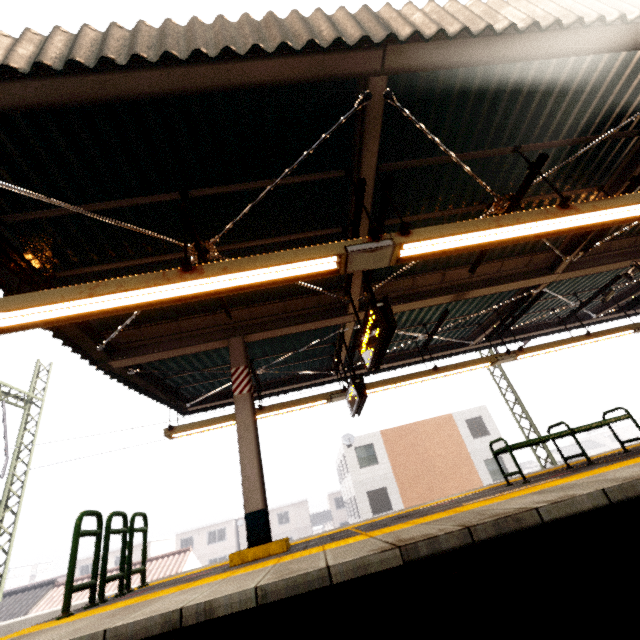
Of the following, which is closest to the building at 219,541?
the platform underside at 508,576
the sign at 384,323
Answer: the platform underside at 508,576

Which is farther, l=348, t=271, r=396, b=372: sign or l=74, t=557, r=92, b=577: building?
l=74, t=557, r=92, b=577: building

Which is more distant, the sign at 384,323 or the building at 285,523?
the building at 285,523

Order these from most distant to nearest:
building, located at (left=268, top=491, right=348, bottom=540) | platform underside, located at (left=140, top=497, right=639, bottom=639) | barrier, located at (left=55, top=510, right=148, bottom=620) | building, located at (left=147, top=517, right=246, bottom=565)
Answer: building, located at (left=268, top=491, right=348, bottom=540), building, located at (left=147, top=517, right=246, bottom=565), barrier, located at (left=55, top=510, right=148, bottom=620), platform underside, located at (left=140, top=497, right=639, bottom=639)

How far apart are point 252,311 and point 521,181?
5.4m

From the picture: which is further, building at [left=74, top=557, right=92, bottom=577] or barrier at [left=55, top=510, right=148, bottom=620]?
building at [left=74, top=557, right=92, bottom=577]

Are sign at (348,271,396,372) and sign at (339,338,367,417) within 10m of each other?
yes

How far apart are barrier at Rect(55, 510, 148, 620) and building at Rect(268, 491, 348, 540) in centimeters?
4466cm
